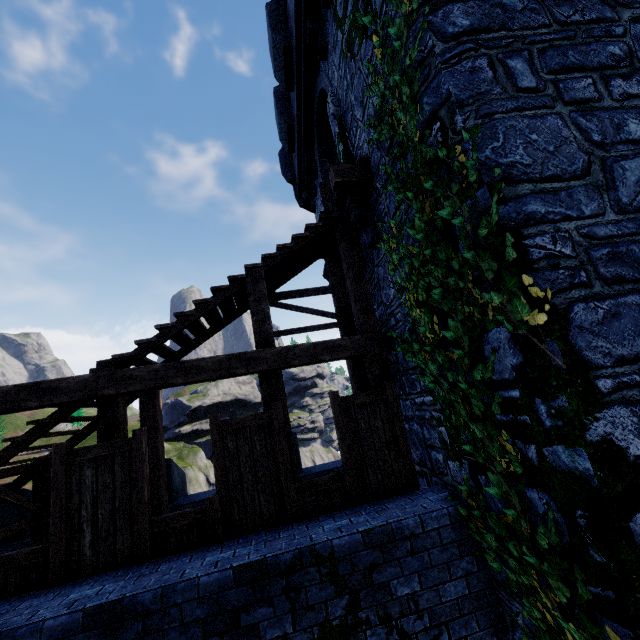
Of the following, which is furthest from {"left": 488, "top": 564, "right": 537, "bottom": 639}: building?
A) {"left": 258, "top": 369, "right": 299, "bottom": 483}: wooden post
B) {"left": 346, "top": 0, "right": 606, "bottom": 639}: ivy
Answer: {"left": 258, "top": 369, "right": 299, "bottom": 483}: wooden post

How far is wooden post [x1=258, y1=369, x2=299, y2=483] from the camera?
5.34m

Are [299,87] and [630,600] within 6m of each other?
no

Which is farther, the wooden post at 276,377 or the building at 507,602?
the wooden post at 276,377

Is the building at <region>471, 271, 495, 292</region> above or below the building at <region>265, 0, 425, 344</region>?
below

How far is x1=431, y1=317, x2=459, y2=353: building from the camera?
3.81m

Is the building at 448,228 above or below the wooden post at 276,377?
above
